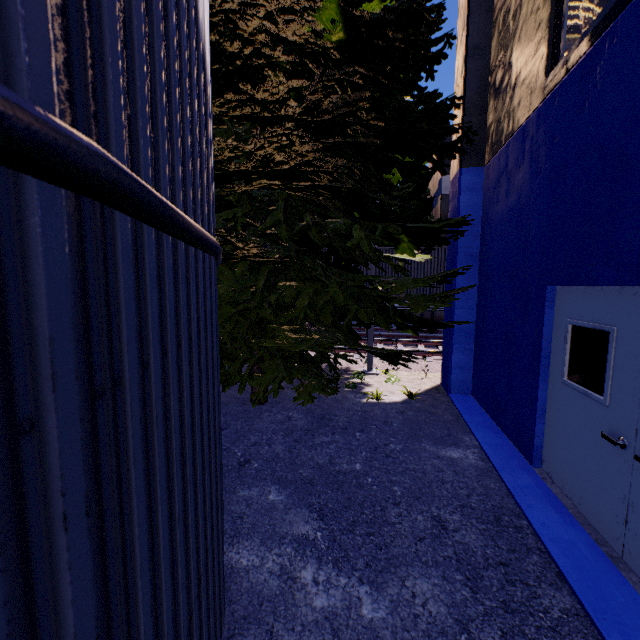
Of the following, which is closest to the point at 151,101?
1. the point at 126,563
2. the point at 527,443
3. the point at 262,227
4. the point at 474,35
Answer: the point at 126,563

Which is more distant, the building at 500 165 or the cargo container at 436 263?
the cargo container at 436 263

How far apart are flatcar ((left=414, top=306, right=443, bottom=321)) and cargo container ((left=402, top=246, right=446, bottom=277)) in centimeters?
1cm

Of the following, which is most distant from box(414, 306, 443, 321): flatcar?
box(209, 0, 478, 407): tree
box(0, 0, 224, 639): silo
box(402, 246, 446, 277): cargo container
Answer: box(0, 0, 224, 639): silo

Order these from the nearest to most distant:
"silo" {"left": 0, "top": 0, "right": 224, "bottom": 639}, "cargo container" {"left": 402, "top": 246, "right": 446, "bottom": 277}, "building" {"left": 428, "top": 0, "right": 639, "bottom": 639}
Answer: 1. "silo" {"left": 0, "top": 0, "right": 224, "bottom": 639}
2. "building" {"left": 428, "top": 0, "right": 639, "bottom": 639}
3. "cargo container" {"left": 402, "top": 246, "right": 446, "bottom": 277}

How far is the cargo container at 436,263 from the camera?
14.01m

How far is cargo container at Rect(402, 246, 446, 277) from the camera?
14.01m

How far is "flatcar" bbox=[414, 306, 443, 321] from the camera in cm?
1410
